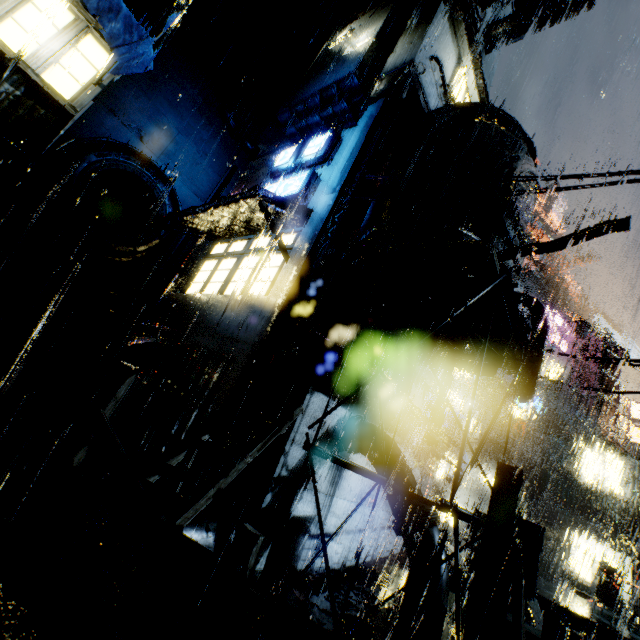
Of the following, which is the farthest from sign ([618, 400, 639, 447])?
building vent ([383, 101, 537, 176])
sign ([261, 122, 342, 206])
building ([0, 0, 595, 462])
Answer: sign ([261, 122, 342, 206])

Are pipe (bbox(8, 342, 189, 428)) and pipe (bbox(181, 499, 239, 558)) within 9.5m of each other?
yes

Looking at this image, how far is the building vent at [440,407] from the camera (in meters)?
13.55

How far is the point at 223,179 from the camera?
18.2m

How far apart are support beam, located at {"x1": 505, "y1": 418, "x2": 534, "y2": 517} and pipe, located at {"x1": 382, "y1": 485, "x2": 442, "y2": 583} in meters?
17.3 m

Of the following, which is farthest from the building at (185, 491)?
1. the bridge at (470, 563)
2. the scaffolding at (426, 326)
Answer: the scaffolding at (426, 326)

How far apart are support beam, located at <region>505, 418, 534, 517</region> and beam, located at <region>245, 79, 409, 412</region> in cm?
2067

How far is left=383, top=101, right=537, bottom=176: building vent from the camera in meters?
11.2
